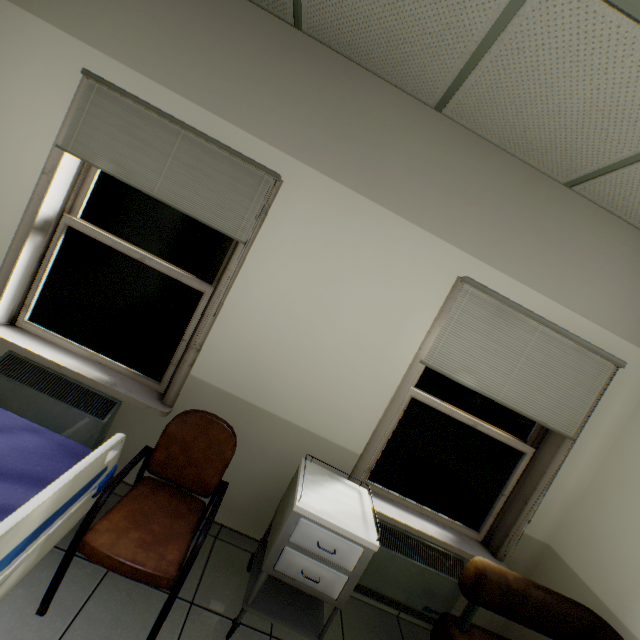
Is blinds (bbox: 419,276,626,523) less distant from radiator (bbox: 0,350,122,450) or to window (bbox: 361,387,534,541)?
window (bbox: 361,387,534,541)

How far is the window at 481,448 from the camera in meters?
2.4

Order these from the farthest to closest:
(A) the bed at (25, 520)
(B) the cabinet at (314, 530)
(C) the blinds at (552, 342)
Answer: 1. (C) the blinds at (552, 342)
2. (B) the cabinet at (314, 530)
3. (A) the bed at (25, 520)

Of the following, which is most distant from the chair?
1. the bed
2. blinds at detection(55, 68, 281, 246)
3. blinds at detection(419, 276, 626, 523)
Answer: blinds at detection(419, 276, 626, 523)

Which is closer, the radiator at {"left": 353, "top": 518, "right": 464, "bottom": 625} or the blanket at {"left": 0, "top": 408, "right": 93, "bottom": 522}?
the blanket at {"left": 0, "top": 408, "right": 93, "bottom": 522}

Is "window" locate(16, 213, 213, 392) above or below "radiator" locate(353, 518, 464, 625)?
above

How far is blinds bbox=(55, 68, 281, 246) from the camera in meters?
2.0 m

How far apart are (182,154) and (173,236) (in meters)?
0.55
